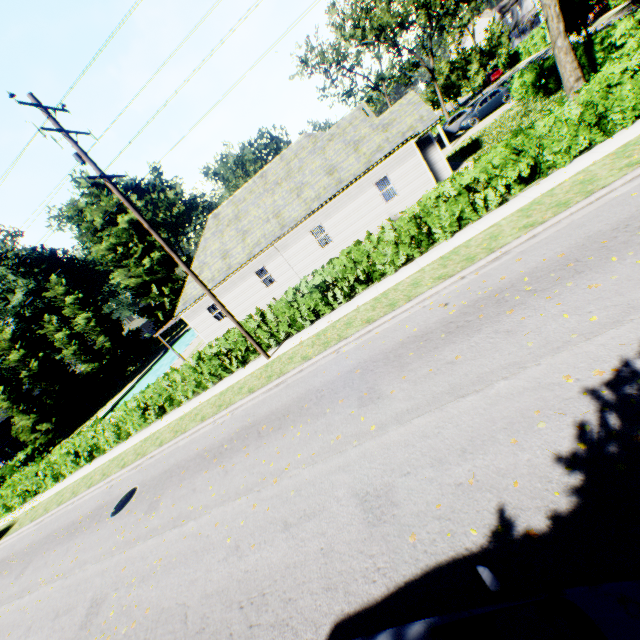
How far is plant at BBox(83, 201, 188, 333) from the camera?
46.2m

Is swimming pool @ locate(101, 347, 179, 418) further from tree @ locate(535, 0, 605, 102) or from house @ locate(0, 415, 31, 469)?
house @ locate(0, 415, 31, 469)

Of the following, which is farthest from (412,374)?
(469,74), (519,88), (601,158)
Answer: (469,74)

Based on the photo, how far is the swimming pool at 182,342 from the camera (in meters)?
44.69

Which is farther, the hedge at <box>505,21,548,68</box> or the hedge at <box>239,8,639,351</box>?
the hedge at <box>505,21,548,68</box>

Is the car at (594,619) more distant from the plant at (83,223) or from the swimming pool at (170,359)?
the plant at (83,223)

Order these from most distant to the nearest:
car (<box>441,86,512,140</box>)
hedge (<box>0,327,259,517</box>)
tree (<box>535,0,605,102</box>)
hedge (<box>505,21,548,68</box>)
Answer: hedge (<box>505,21,548,68</box>)
car (<box>441,86,512,140</box>)
hedge (<box>0,327,259,517</box>)
tree (<box>535,0,605,102</box>)

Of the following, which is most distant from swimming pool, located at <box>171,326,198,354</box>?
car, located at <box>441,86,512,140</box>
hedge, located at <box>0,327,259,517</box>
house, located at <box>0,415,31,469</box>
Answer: car, located at <box>441,86,512,140</box>
